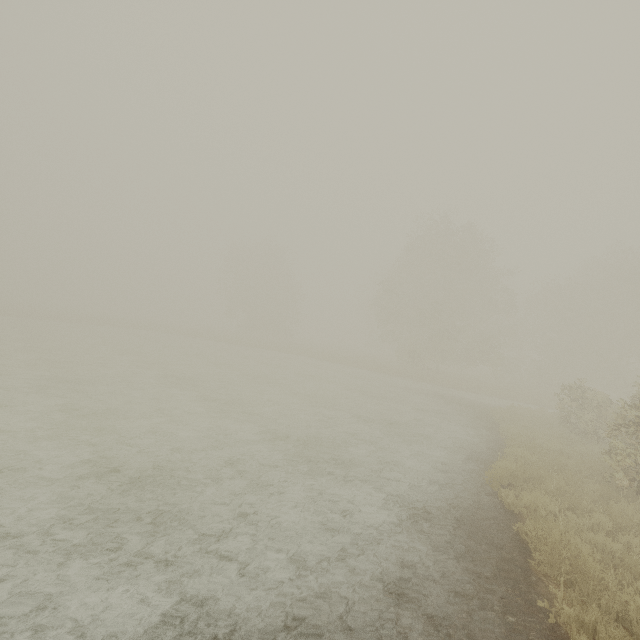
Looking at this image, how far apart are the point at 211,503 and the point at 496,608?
5.4m
